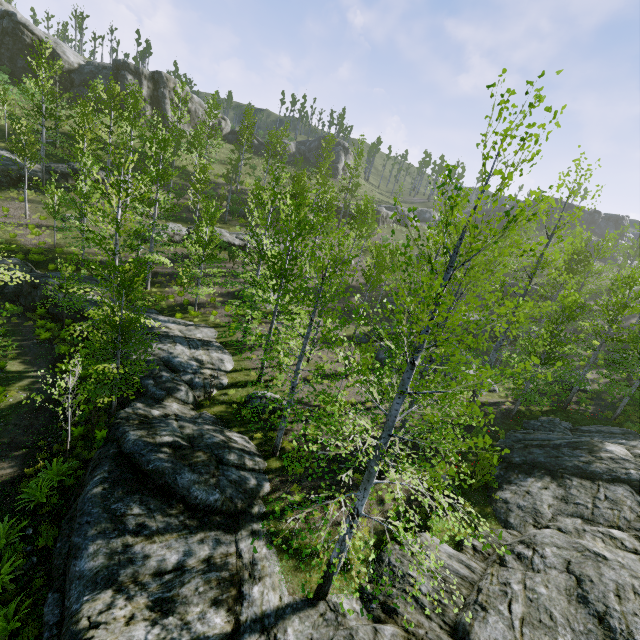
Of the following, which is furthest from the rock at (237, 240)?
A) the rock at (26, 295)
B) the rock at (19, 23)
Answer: the rock at (19, 23)

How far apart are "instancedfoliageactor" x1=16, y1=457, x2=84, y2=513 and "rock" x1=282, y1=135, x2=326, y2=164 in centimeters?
5565cm

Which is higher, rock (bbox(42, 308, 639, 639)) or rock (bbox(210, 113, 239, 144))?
rock (bbox(210, 113, 239, 144))

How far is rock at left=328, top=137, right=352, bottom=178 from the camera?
57.6m

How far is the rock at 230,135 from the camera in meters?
51.9 m

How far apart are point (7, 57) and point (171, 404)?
55.9m

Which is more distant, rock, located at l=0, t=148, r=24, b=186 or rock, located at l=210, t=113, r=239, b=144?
rock, located at l=210, t=113, r=239, b=144

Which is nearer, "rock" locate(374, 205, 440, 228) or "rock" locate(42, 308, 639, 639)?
"rock" locate(42, 308, 639, 639)
